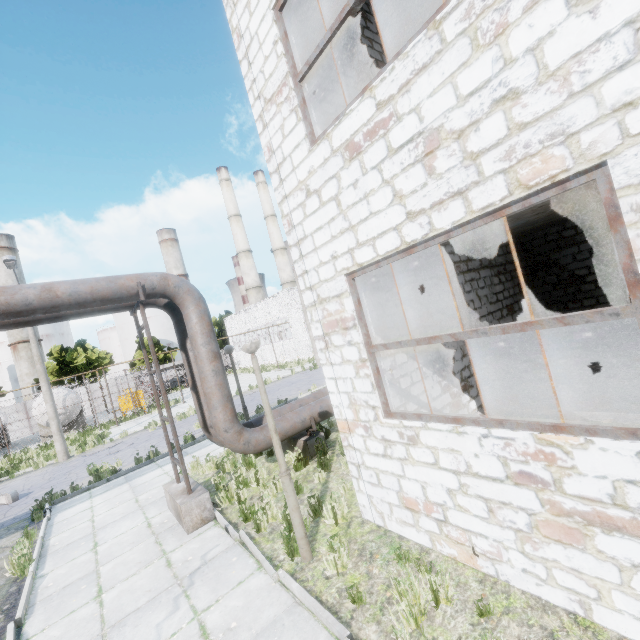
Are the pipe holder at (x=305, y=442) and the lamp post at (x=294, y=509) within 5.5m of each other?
yes

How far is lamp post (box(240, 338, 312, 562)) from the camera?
4.7 meters

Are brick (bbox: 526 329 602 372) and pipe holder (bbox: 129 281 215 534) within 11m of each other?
yes

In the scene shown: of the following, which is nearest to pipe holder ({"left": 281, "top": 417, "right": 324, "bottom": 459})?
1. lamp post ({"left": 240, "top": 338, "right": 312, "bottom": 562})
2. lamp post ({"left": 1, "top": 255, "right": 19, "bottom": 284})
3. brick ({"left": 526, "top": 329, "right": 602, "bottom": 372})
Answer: lamp post ({"left": 240, "top": 338, "right": 312, "bottom": 562})

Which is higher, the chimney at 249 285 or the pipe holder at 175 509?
the chimney at 249 285

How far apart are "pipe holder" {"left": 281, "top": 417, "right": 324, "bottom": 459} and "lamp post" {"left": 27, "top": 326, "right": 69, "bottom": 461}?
14.3 meters

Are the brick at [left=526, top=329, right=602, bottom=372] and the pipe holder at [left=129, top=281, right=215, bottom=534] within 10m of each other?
yes

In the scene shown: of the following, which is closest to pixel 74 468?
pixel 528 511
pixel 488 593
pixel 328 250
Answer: pixel 328 250
